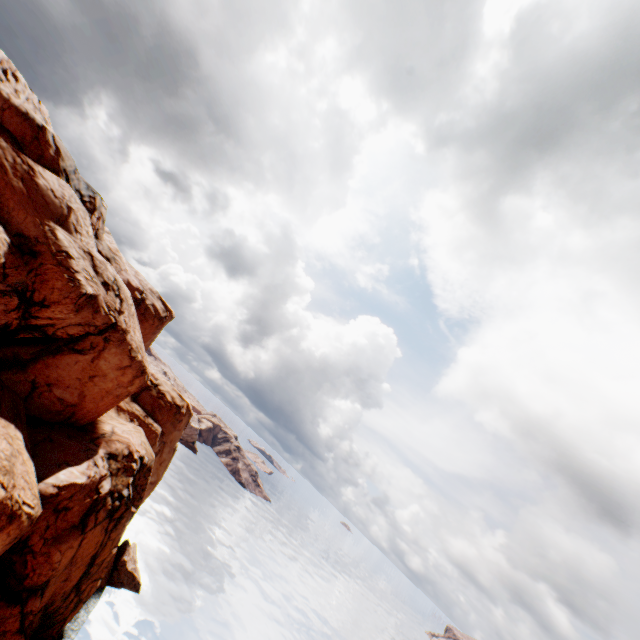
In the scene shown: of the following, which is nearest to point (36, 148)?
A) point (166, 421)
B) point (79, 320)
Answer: point (79, 320)
